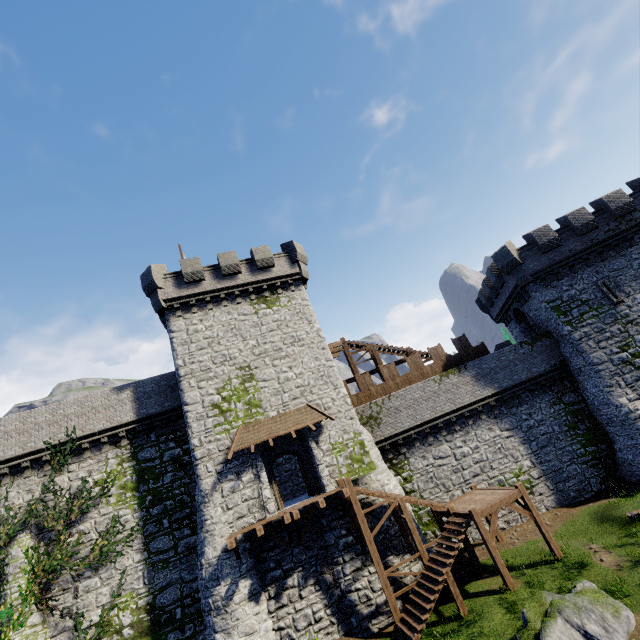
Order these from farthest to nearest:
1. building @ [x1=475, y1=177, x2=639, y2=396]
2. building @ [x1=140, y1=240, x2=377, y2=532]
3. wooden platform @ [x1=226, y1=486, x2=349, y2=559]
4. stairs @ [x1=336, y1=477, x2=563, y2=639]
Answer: building @ [x1=475, y1=177, x2=639, y2=396]
building @ [x1=140, y1=240, x2=377, y2=532]
wooden platform @ [x1=226, y1=486, x2=349, y2=559]
stairs @ [x1=336, y1=477, x2=563, y2=639]

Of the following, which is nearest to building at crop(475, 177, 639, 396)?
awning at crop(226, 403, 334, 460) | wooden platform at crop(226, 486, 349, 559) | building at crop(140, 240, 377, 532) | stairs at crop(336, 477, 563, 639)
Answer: stairs at crop(336, 477, 563, 639)

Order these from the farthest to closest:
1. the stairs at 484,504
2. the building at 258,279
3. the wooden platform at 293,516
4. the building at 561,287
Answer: the building at 561,287
the building at 258,279
the wooden platform at 293,516
the stairs at 484,504

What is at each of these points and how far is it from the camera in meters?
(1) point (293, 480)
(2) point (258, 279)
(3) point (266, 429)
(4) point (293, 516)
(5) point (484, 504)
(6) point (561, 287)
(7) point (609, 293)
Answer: (1) building, 25.1 m
(2) building, 23.2 m
(3) awning, 18.5 m
(4) wooden platform, 15.3 m
(5) stairs, 15.8 m
(6) building, 22.7 m
(7) window slit, 21.5 m

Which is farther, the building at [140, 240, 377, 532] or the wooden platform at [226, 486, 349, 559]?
the building at [140, 240, 377, 532]

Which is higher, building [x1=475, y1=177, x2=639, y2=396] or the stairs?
building [x1=475, y1=177, x2=639, y2=396]

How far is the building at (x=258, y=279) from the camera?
17.73m

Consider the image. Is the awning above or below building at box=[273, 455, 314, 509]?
above
